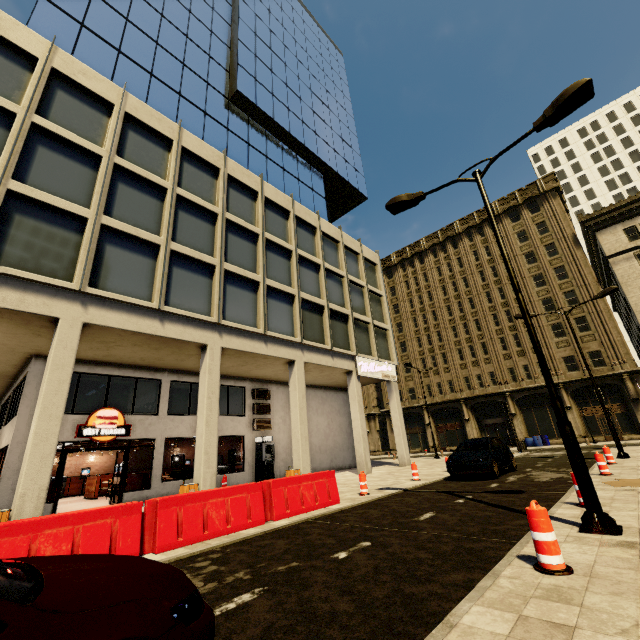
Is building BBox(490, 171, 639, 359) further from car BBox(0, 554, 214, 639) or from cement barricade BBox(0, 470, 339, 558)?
car BBox(0, 554, 214, 639)

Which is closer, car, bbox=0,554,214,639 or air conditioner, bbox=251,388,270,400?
car, bbox=0,554,214,639

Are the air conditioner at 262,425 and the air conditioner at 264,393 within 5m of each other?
yes

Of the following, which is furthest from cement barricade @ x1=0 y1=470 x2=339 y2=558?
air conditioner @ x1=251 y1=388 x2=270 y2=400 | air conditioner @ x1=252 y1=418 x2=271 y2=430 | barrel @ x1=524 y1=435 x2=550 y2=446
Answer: barrel @ x1=524 y1=435 x2=550 y2=446

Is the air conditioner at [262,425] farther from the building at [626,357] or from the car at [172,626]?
the car at [172,626]

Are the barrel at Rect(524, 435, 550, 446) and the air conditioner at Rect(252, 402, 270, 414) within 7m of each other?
no

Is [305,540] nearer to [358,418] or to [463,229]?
[358,418]

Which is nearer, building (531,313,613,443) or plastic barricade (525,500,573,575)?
plastic barricade (525,500,573,575)
